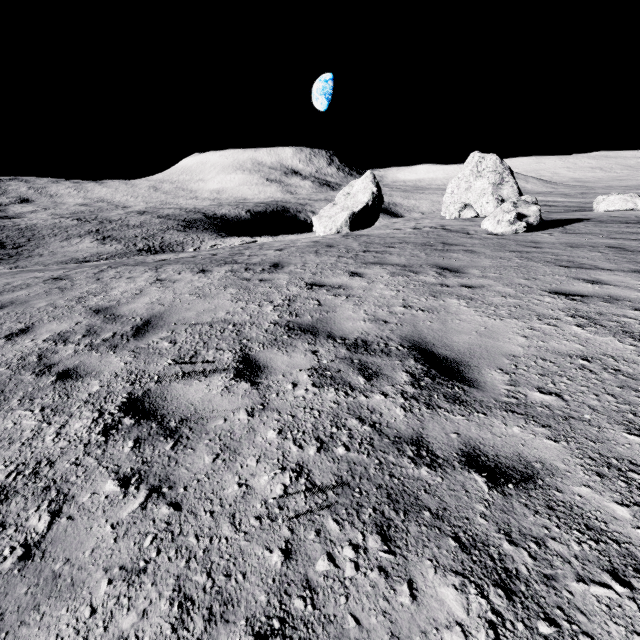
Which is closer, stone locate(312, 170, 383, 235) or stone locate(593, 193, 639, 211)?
stone locate(593, 193, 639, 211)

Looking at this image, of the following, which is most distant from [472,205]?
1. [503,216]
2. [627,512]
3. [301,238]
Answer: [627,512]

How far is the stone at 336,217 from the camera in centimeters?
2975cm

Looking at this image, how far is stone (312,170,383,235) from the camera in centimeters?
2975cm

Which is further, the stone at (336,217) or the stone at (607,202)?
the stone at (336,217)
